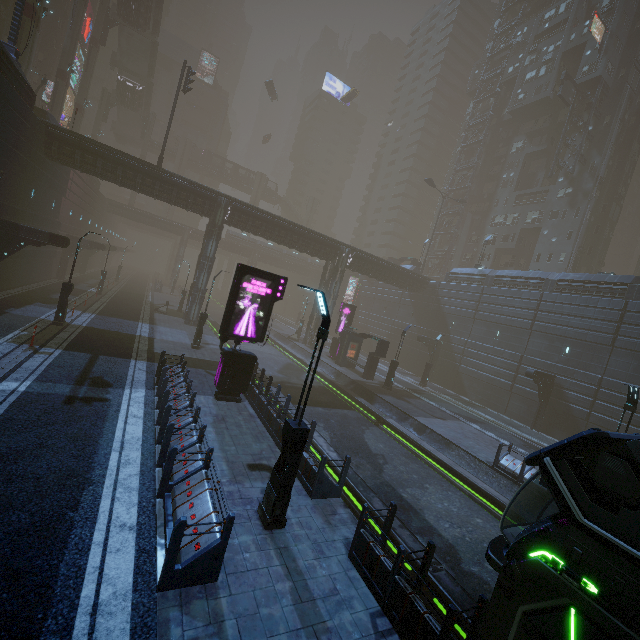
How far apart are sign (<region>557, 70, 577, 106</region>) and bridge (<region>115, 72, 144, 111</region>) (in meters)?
61.40

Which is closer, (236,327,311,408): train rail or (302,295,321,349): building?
(236,327,311,408): train rail

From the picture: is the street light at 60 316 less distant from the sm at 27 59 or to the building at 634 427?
the building at 634 427

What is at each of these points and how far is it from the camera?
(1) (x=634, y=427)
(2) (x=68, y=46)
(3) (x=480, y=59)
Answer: (1) building, 22.2m
(2) sm, 35.3m
(3) building, 59.5m

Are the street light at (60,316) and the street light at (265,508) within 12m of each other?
no

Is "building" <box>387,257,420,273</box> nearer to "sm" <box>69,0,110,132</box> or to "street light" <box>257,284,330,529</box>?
"street light" <box>257,284,330,529</box>

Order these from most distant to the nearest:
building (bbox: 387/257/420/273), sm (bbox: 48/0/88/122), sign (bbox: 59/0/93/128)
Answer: sign (bbox: 59/0/93/128), building (bbox: 387/257/420/273), sm (bbox: 48/0/88/122)

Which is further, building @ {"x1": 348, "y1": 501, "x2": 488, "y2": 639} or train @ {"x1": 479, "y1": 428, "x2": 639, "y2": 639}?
building @ {"x1": 348, "y1": 501, "x2": 488, "y2": 639}
